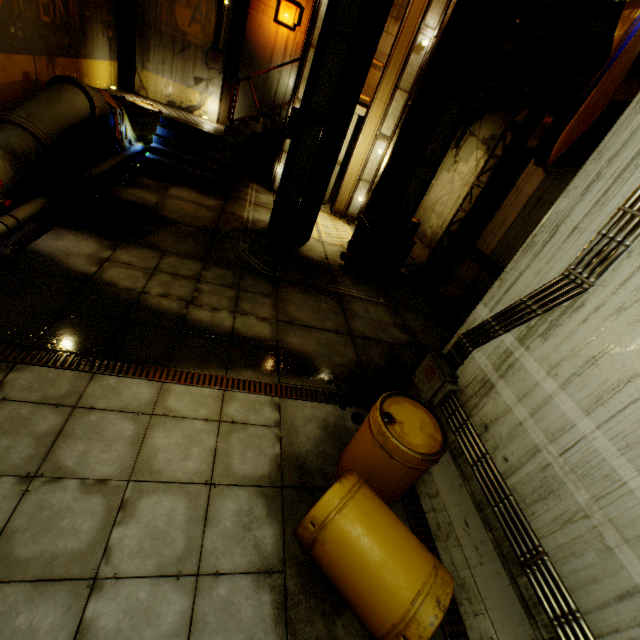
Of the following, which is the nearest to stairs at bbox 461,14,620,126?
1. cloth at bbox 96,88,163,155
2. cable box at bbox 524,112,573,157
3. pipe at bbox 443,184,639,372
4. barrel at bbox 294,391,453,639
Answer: cloth at bbox 96,88,163,155

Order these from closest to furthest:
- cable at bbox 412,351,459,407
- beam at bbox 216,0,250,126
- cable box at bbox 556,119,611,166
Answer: cable at bbox 412,351,459,407
cable box at bbox 556,119,611,166
beam at bbox 216,0,250,126

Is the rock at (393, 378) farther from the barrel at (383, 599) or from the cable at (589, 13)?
the cable at (589, 13)

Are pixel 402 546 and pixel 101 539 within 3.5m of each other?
yes

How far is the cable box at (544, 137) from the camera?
7.1 meters

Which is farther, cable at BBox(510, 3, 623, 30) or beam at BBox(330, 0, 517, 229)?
beam at BBox(330, 0, 517, 229)

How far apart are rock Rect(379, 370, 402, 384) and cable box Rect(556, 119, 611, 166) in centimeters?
592cm

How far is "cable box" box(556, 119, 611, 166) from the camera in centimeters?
642cm
